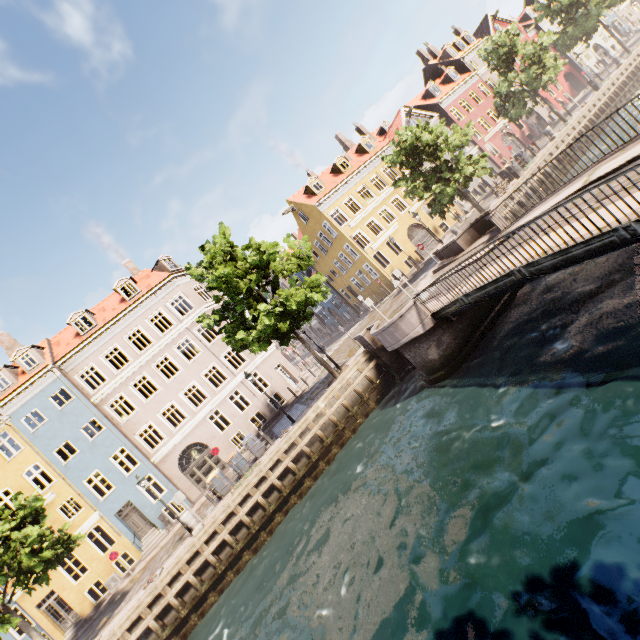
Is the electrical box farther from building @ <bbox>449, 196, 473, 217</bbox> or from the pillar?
the pillar

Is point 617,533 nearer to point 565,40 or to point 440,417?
point 440,417

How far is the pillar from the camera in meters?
14.8

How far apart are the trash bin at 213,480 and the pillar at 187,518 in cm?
169

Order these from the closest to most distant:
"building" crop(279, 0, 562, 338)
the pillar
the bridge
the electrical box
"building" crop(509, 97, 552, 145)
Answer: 1. the bridge
2. the pillar
3. the electrical box
4. "building" crop(279, 0, 562, 338)
5. "building" crop(509, 97, 552, 145)

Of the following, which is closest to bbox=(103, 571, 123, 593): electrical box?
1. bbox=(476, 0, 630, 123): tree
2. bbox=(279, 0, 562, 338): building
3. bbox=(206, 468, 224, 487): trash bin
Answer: bbox=(279, 0, 562, 338): building

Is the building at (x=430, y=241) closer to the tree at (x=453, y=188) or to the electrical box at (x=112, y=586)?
the electrical box at (x=112, y=586)

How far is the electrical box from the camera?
20.16m
